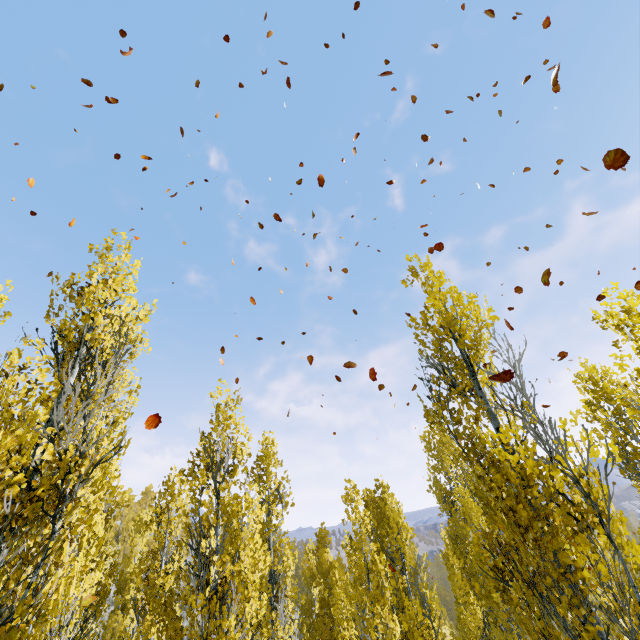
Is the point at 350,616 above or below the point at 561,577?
below
